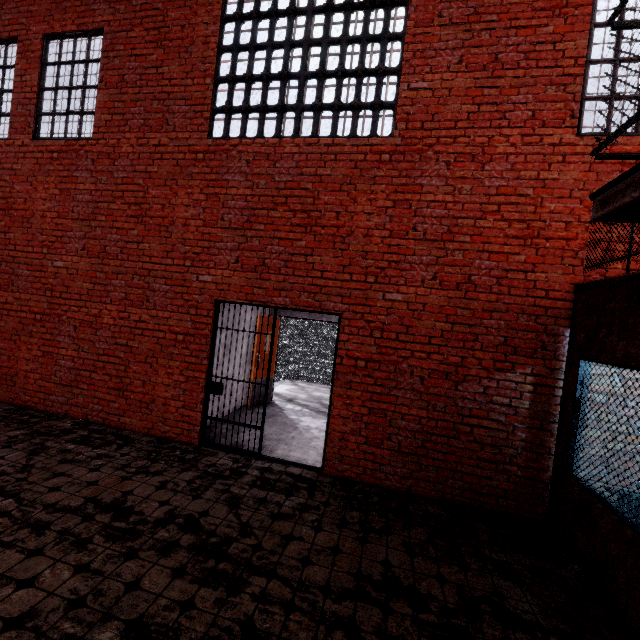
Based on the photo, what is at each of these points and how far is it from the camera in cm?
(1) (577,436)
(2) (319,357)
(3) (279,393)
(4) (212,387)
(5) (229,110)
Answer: (1) window, 378
(2) metal cage, 1109
(3) stair, 913
(4) metal bar, 529
(5) window, 519

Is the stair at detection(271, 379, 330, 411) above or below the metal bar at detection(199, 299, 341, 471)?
below

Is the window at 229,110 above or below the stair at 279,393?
above

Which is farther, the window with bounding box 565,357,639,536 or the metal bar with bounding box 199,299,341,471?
the metal bar with bounding box 199,299,341,471

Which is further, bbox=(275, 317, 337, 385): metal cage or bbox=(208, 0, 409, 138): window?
bbox=(275, 317, 337, 385): metal cage

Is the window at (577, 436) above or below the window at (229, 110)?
below

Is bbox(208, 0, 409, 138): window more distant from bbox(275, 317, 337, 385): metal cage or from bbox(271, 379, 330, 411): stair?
bbox(271, 379, 330, 411): stair

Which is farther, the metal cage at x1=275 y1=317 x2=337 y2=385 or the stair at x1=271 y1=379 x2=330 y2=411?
the metal cage at x1=275 y1=317 x2=337 y2=385
